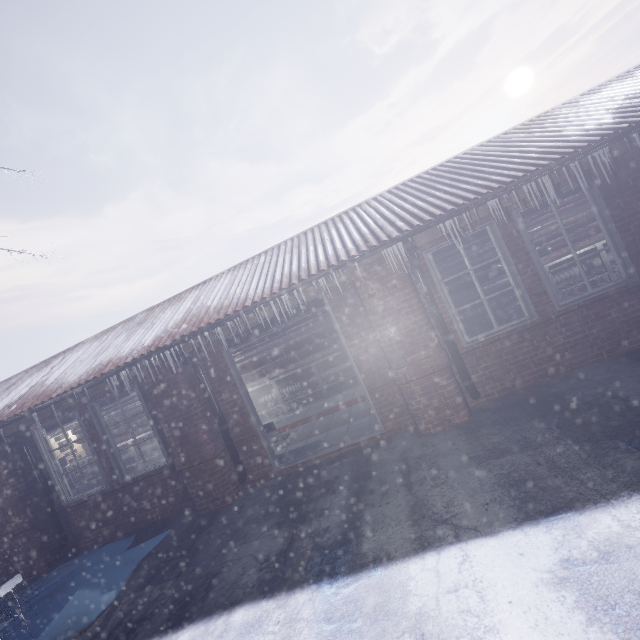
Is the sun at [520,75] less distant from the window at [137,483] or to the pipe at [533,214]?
the pipe at [533,214]

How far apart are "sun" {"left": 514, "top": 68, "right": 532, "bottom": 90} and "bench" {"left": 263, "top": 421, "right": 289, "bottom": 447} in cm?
8081

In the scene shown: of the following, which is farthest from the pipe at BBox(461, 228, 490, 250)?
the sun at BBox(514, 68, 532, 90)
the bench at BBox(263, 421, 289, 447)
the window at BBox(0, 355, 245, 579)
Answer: the sun at BBox(514, 68, 532, 90)

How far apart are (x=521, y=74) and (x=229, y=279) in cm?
8047

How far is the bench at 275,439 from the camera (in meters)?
4.59

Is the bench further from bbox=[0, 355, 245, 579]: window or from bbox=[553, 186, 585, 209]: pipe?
bbox=[553, 186, 585, 209]: pipe

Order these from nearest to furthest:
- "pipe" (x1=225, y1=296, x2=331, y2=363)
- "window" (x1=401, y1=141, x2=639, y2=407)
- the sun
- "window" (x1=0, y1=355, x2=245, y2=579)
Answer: "window" (x1=401, y1=141, x2=639, y2=407), "window" (x1=0, y1=355, x2=245, y2=579), "pipe" (x1=225, y1=296, x2=331, y2=363), the sun

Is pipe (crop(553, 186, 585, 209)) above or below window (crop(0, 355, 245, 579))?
above
